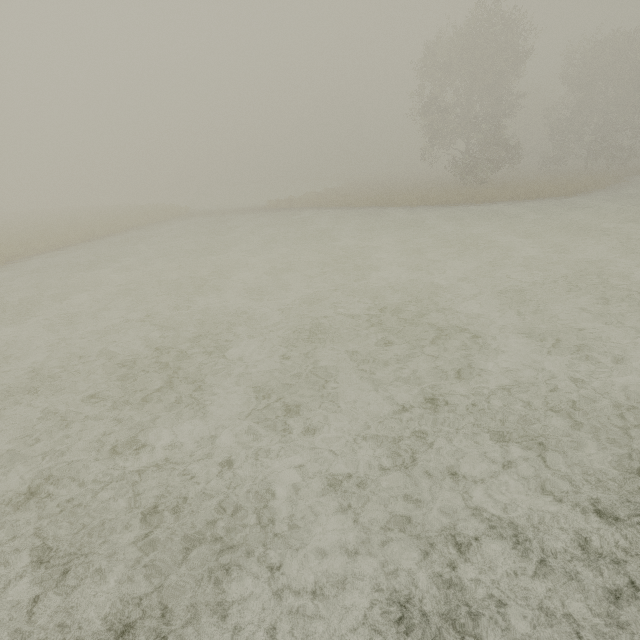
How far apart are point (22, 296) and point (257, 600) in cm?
1330
